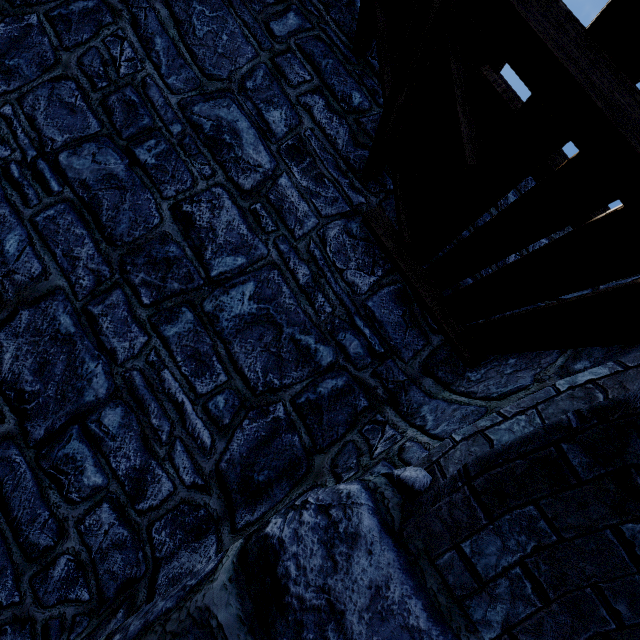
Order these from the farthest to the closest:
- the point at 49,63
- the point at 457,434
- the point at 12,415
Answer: the point at 49,63 < the point at 12,415 < the point at 457,434
